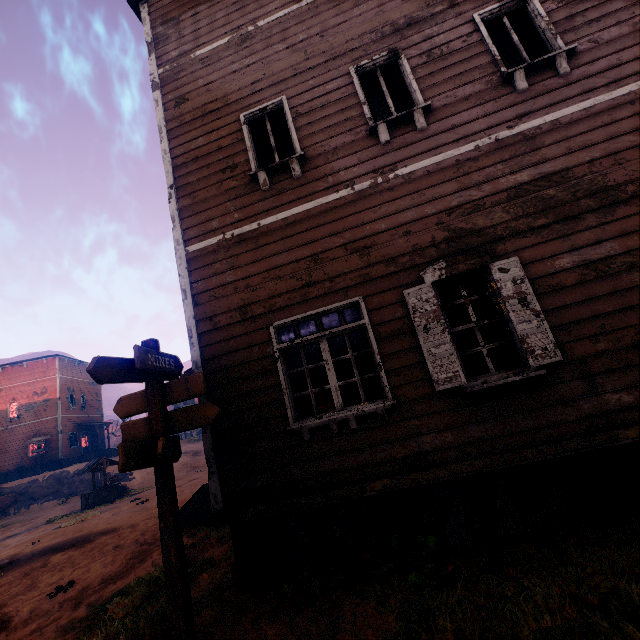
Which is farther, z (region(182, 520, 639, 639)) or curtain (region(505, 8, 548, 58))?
curtain (region(505, 8, 548, 58))

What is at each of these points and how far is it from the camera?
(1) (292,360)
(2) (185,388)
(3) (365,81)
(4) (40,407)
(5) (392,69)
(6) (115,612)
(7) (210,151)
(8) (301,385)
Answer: (1) curtain, 4.73m
(2) sign, 3.75m
(3) curtain, 5.39m
(4) building, 31.41m
(5) curtain, 5.33m
(6) z, 4.38m
(7) building, 5.64m
(8) curtain, 4.62m

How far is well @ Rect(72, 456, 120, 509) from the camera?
16.4 meters

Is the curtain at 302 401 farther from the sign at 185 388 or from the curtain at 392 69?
the curtain at 392 69

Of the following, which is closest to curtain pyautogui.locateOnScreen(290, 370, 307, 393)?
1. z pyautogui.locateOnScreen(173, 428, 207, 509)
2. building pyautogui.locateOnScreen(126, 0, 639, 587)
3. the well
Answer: building pyautogui.locateOnScreen(126, 0, 639, 587)

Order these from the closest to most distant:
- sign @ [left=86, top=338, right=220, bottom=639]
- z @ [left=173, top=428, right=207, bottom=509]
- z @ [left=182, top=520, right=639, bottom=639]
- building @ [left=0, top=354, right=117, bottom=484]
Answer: z @ [left=182, top=520, right=639, bottom=639], sign @ [left=86, top=338, right=220, bottom=639], z @ [left=173, top=428, right=207, bottom=509], building @ [left=0, top=354, right=117, bottom=484]

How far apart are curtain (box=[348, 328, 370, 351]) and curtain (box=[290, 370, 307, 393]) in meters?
0.8

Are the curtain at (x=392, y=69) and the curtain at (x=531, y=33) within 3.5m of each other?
yes
